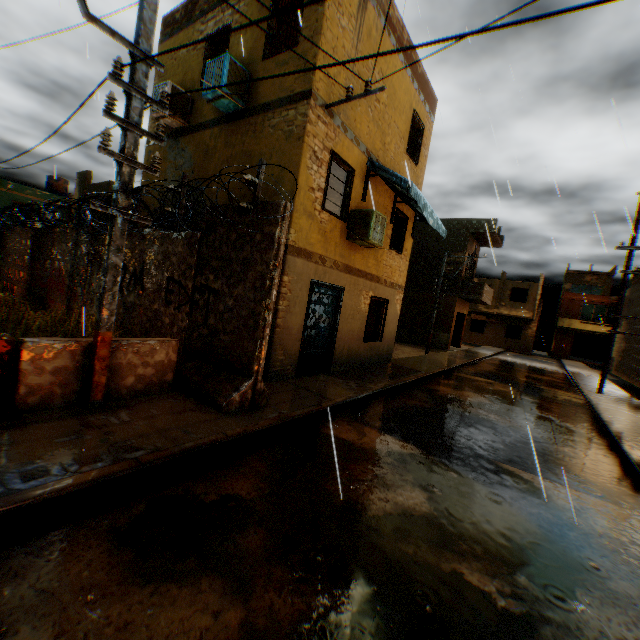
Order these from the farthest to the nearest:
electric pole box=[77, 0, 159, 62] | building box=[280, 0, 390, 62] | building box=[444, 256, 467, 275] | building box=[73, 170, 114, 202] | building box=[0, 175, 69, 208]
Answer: building box=[0, 175, 69, 208]
building box=[444, 256, 467, 275]
building box=[73, 170, 114, 202]
building box=[280, 0, 390, 62]
electric pole box=[77, 0, 159, 62]

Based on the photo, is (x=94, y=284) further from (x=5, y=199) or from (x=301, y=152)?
(x=5, y=199)

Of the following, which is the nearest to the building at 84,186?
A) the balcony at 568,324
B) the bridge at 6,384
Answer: the bridge at 6,384

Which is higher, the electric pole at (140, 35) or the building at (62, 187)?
the building at (62, 187)

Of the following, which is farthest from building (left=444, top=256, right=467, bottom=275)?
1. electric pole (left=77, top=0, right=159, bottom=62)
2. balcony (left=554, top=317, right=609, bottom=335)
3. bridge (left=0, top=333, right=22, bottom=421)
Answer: balcony (left=554, top=317, right=609, bottom=335)

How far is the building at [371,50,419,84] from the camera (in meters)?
8.48

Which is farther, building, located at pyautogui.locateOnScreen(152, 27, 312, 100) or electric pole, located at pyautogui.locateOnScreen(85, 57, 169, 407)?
building, located at pyautogui.locateOnScreen(152, 27, 312, 100)

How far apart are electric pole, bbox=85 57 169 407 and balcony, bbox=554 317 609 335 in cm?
4163
